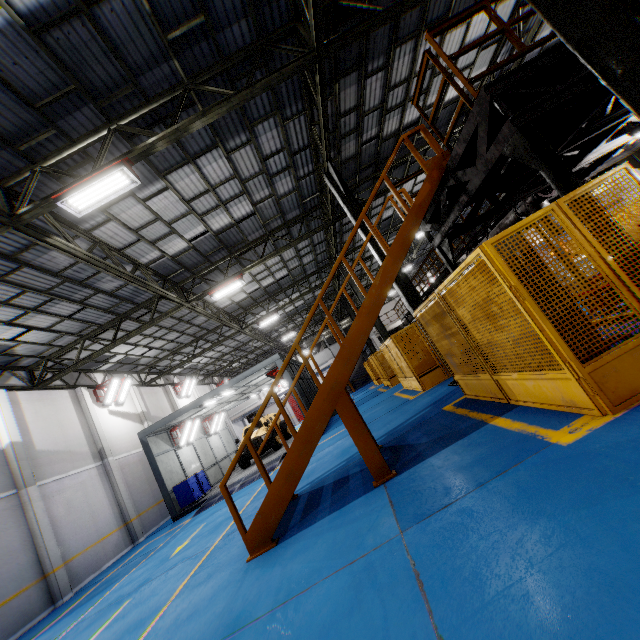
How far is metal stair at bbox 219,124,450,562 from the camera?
5.19m

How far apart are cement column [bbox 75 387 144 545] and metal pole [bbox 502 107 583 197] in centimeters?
1906cm

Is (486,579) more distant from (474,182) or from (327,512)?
(474,182)

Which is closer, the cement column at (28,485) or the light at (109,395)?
the cement column at (28,485)

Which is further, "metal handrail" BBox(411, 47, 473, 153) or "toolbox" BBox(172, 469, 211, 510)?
"toolbox" BBox(172, 469, 211, 510)

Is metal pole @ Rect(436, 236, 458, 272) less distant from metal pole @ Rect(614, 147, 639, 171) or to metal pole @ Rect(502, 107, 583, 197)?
metal pole @ Rect(502, 107, 583, 197)

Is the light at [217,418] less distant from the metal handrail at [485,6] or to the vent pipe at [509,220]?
the vent pipe at [509,220]

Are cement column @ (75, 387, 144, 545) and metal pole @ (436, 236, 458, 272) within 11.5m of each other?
no
